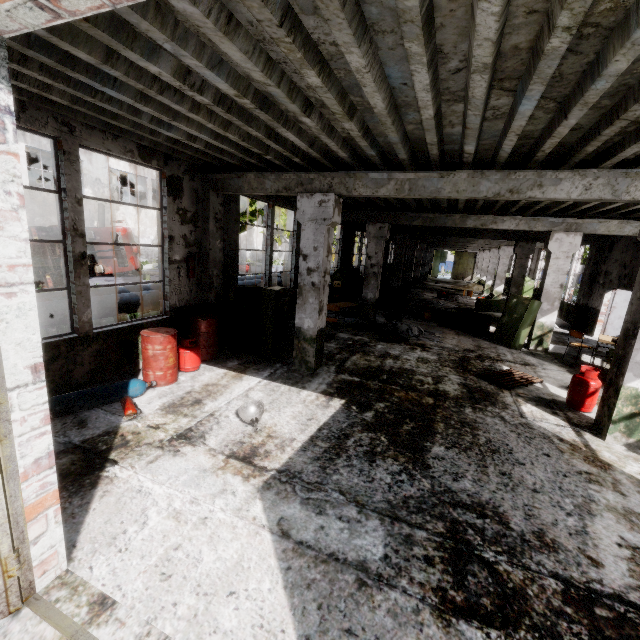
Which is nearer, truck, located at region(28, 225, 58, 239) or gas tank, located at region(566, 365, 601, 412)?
gas tank, located at region(566, 365, 601, 412)

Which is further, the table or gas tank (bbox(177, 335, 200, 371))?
the table

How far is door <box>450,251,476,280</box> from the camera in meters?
43.7

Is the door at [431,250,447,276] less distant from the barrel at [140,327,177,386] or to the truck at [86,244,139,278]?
the truck at [86,244,139,278]

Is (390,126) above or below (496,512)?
above

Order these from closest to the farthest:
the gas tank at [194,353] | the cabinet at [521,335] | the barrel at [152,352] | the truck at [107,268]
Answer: the barrel at [152,352] → the gas tank at [194,353] → the cabinet at [521,335] → the truck at [107,268]

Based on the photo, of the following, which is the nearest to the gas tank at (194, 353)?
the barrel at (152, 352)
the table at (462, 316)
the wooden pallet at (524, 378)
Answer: the barrel at (152, 352)

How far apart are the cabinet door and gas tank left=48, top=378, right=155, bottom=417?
2.8 meters
